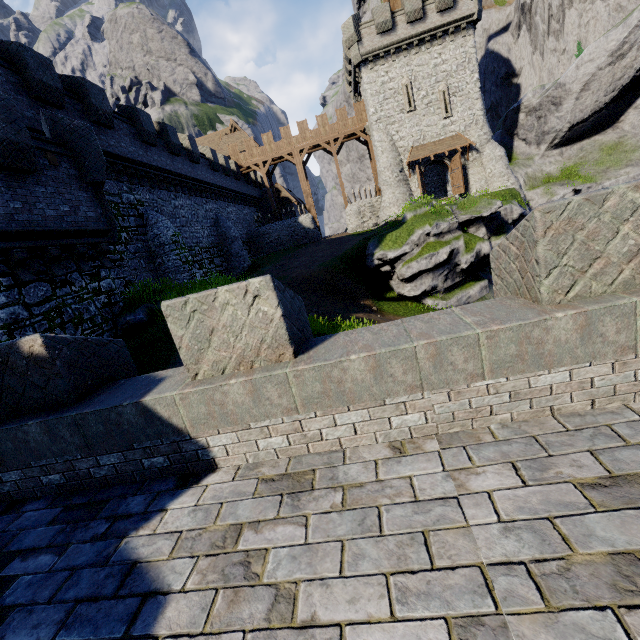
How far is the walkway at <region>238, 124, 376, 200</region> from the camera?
33.6m

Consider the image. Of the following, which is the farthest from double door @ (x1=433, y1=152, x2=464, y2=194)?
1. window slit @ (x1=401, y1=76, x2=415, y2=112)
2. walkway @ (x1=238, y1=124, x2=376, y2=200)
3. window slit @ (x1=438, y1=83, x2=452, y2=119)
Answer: walkway @ (x1=238, y1=124, x2=376, y2=200)

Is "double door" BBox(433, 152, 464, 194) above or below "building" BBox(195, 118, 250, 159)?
below

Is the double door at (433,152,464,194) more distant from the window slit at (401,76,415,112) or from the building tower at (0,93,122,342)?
the building tower at (0,93,122,342)

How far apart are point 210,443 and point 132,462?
1.1 meters

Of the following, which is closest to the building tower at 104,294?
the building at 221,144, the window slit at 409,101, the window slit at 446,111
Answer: the window slit at 409,101

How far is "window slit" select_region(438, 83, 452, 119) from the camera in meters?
28.7

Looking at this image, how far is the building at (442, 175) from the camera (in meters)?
31.84
